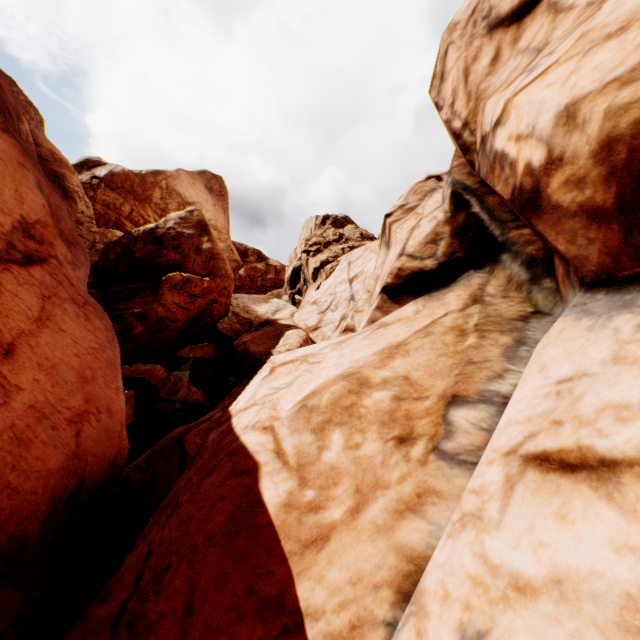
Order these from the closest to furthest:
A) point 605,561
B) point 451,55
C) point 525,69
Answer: point 605,561
point 525,69
point 451,55
